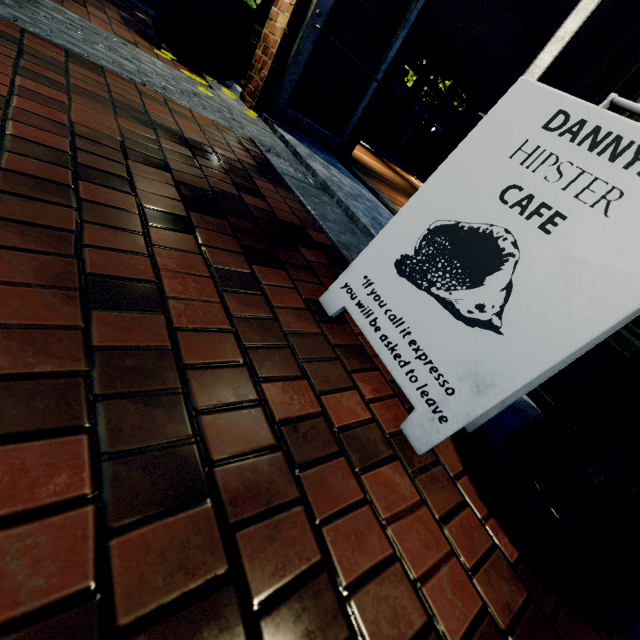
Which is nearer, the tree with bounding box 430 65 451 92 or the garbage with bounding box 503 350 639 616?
the garbage with bounding box 503 350 639 616

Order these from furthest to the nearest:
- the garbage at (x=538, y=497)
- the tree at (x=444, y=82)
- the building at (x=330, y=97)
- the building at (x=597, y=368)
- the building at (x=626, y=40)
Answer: the tree at (x=444, y=82), the building at (x=330, y=97), the building at (x=626, y=40), the building at (x=597, y=368), the garbage at (x=538, y=497)

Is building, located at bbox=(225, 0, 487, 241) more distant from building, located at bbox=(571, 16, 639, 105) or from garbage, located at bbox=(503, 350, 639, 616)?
building, located at bbox=(571, 16, 639, 105)

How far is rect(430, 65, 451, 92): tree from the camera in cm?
1325

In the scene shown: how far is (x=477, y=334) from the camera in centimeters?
98cm

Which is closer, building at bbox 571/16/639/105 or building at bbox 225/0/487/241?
building at bbox 571/16/639/105

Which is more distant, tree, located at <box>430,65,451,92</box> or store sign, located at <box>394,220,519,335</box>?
tree, located at <box>430,65,451,92</box>

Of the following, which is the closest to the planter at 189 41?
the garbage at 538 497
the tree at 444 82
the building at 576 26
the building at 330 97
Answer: the building at 330 97
